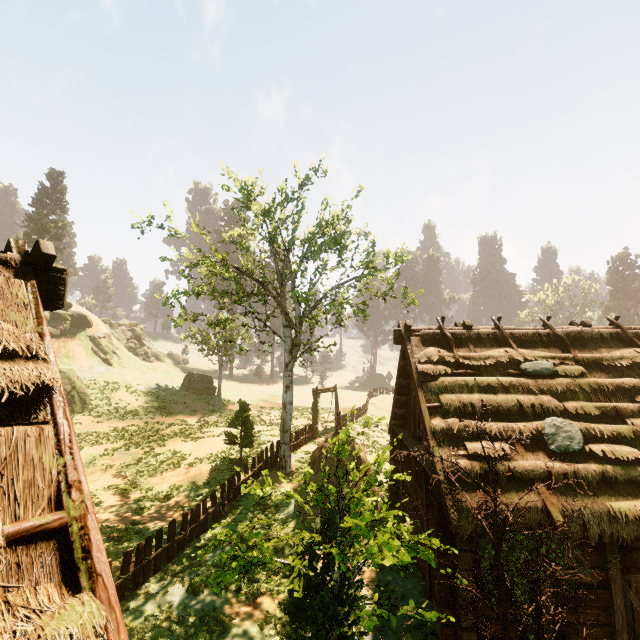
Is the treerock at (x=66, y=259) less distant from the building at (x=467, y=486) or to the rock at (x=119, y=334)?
the building at (x=467, y=486)

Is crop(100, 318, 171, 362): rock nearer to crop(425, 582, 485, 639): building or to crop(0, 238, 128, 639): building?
crop(425, 582, 485, 639): building

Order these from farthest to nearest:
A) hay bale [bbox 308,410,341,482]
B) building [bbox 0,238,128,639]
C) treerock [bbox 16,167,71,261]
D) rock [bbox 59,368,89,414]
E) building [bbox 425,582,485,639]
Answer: treerock [bbox 16,167,71,261], rock [bbox 59,368,89,414], hay bale [bbox 308,410,341,482], building [bbox 425,582,485,639], building [bbox 0,238,128,639]

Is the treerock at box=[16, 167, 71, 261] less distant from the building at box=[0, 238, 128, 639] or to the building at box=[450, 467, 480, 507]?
the building at box=[450, 467, 480, 507]

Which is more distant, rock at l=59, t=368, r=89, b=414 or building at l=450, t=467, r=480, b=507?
rock at l=59, t=368, r=89, b=414

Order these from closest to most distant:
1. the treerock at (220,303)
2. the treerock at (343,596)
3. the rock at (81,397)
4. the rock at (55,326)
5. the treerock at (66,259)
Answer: the treerock at (343,596) < the treerock at (220,303) < the rock at (81,397) < the rock at (55,326) < the treerock at (66,259)

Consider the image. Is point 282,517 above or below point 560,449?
below

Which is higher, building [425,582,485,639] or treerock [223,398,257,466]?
treerock [223,398,257,466]
